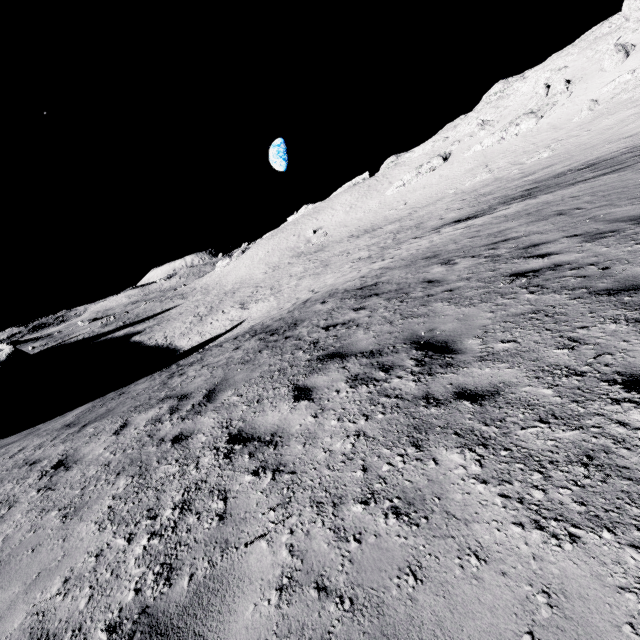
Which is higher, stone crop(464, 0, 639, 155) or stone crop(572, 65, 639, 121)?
stone crop(464, 0, 639, 155)

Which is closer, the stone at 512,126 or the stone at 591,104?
the stone at 591,104

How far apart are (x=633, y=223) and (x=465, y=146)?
63.5 meters

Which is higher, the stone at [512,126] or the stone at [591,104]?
the stone at [512,126]

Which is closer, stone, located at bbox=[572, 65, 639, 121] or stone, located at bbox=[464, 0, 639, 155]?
stone, located at bbox=[572, 65, 639, 121]
